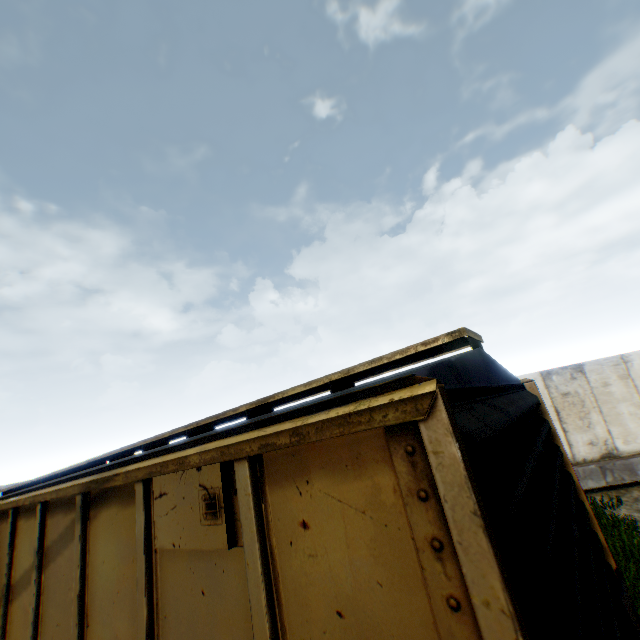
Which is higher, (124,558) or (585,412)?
(124,558)
